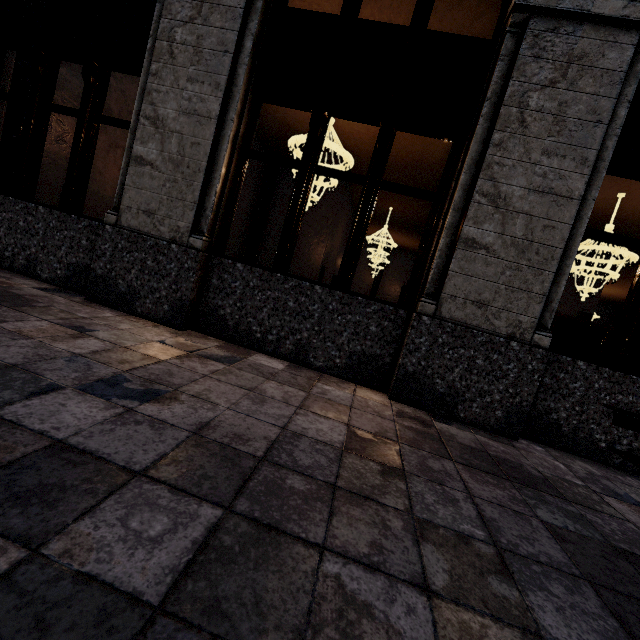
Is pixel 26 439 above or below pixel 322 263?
below
